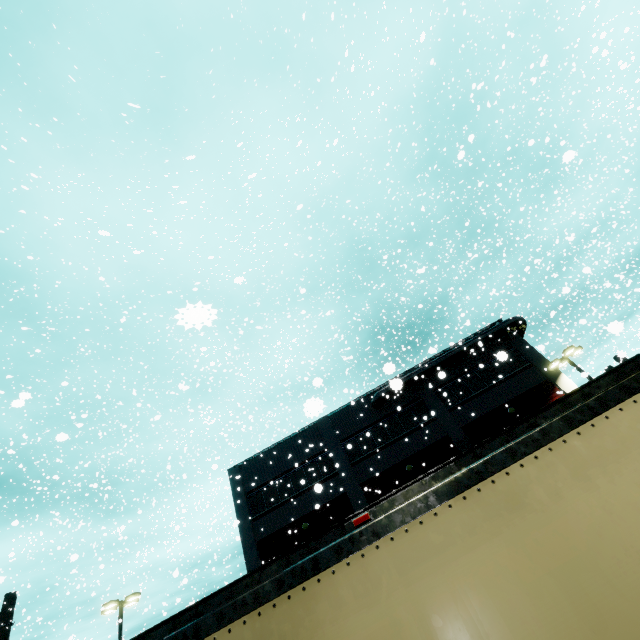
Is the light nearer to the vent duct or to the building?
the building

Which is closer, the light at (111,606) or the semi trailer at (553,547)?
the semi trailer at (553,547)

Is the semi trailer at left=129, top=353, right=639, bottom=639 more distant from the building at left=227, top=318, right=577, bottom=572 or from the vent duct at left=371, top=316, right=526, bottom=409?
the vent duct at left=371, top=316, right=526, bottom=409

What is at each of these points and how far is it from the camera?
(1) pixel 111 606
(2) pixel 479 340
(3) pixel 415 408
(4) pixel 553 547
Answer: (1) light, 20.6m
(2) vent duct, 24.1m
(3) building, 24.0m
(4) semi trailer, 2.0m

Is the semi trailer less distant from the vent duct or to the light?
the vent duct

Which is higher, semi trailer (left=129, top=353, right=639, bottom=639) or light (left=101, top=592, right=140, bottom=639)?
light (left=101, top=592, right=140, bottom=639)

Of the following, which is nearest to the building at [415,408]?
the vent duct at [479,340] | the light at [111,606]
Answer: the vent duct at [479,340]

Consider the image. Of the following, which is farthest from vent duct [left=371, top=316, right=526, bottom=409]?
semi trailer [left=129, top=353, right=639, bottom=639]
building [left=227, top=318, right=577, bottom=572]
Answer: semi trailer [left=129, top=353, right=639, bottom=639]
